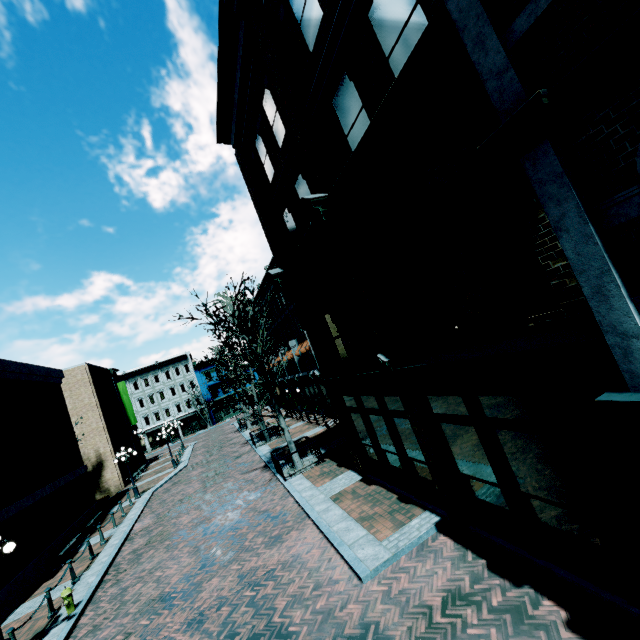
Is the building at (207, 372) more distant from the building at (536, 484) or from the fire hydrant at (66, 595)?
the fire hydrant at (66, 595)

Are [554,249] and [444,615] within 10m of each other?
yes

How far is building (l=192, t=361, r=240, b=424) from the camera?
55.5m

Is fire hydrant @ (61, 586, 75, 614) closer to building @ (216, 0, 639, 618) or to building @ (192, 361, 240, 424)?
building @ (216, 0, 639, 618)

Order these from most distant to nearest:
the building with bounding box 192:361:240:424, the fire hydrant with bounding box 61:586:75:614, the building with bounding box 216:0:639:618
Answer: the building with bounding box 192:361:240:424, the fire hydrant with bounding box 61:586:75:614, the building with bounding box 216:0:639:618

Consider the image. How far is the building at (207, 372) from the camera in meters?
55.5 m

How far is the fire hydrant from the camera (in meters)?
10.12

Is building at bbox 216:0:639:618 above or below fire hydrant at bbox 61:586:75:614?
above
